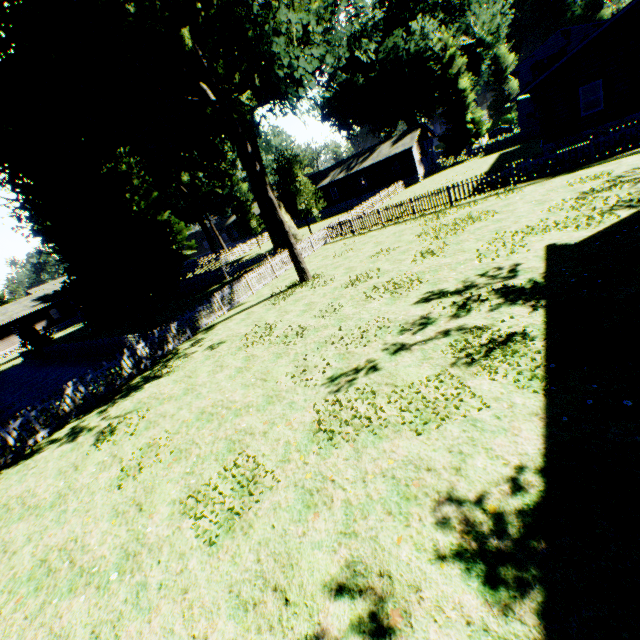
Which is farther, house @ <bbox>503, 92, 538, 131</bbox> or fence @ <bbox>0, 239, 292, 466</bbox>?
house @ <bbox>503, 92, 538, 131</bbox>

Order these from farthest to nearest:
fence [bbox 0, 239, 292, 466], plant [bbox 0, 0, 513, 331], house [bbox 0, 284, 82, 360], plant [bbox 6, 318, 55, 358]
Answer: house [bbox 0, 284, 82, 360], plant [bbox 6, 318, 55, 358], plant [bbox 0, 0, 513, 331], fence [bbox 0, 239, 292, 466]

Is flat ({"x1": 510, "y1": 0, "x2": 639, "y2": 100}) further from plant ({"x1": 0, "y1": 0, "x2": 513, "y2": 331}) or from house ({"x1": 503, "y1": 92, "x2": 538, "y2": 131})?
plant ({"x1": 0, "y1": 0, "x2": 513, "y2": 331})

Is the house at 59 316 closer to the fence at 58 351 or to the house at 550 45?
the fence at 58 351

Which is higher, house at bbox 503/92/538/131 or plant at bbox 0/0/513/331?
plant at bbox 0/0/513/331

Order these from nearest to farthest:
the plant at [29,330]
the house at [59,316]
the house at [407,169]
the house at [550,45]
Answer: the plant at [29,330]
the house at [550,45]
the house at [407,169]
the house at [59,316]

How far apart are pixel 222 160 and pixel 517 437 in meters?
36.9
